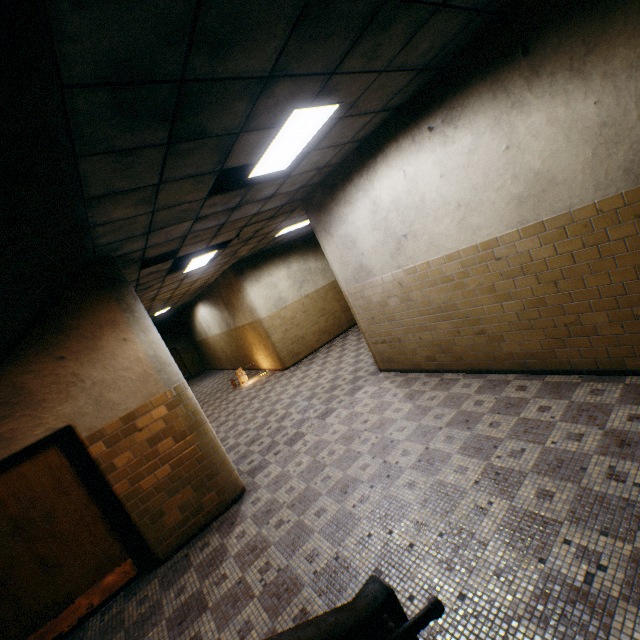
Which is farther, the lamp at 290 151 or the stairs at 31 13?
the lamp at 290 151

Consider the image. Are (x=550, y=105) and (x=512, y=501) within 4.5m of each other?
yes

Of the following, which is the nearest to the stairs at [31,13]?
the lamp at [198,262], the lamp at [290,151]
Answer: the lamp at [290,151]

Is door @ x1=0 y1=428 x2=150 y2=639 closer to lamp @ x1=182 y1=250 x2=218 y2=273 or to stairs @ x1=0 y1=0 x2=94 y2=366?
stairs @ x1=0 y1=0 x2=94 y2=366

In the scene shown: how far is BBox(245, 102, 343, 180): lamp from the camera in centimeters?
316cm

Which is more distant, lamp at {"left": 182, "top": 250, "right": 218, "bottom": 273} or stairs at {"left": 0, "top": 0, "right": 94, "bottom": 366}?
lamp at {"left": 182, "top": 250, "right": 218, "bottom": 273}

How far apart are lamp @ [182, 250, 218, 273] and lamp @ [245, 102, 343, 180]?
3.5 meters

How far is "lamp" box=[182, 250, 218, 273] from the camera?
7.27m
